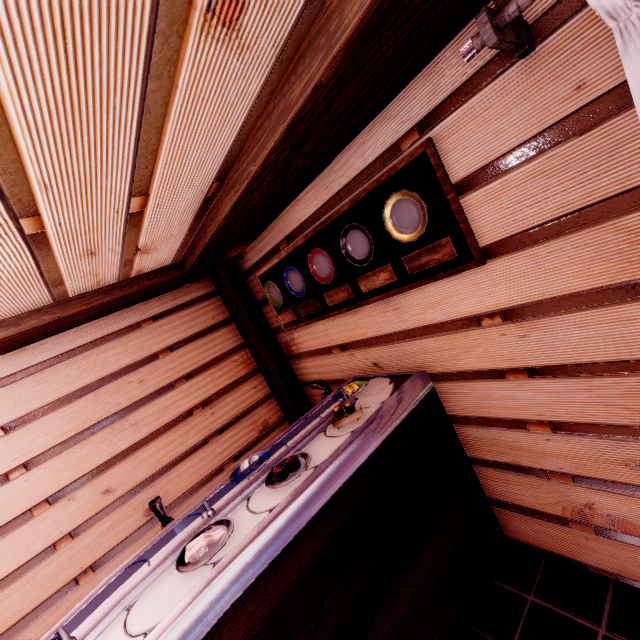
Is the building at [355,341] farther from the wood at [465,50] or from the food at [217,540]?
the food at [217,540]

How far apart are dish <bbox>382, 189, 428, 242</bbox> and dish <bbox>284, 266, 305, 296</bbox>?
1.7m

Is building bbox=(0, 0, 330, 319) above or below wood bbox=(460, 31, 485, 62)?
above

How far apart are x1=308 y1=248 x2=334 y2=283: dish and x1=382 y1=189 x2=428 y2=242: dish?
1.03m

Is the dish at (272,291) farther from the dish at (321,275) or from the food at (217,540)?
the food at (217,540)

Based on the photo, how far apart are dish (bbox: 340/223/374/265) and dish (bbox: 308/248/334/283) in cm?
32

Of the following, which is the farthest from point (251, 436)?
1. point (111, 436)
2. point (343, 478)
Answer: point (343, 478)

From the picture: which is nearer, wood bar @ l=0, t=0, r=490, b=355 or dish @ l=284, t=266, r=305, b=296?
wood bar @ l=0, t=0, r=490, b=355
